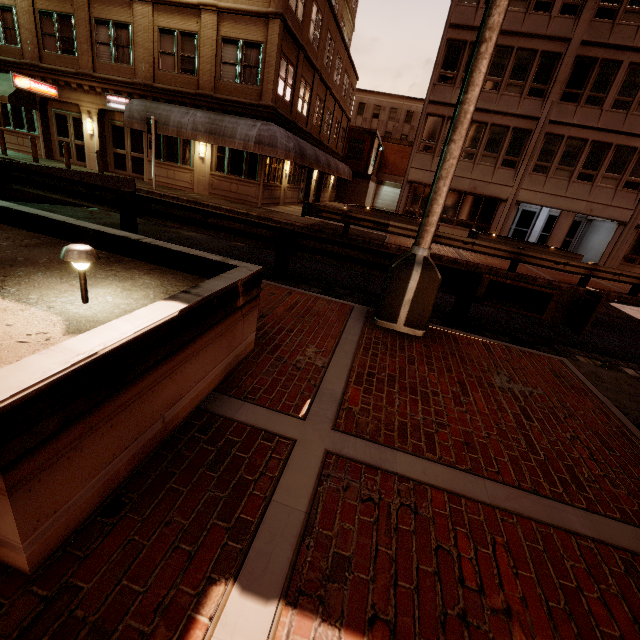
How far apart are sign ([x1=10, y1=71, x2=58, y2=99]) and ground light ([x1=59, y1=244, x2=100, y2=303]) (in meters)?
21.82

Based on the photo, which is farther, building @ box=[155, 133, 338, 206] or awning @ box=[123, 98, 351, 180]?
building @ box=[155, 133, 338, 206]

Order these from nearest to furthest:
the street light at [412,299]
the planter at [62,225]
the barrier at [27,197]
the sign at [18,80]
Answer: the planter at [62,225] < the street light at [412,299] < the barrier at [27,197] < the sign at [18,80]

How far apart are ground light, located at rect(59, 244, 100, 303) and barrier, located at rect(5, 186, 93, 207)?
9.40m

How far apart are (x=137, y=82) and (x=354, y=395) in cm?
2093

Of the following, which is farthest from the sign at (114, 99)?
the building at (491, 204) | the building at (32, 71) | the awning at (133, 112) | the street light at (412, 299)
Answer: the street light at (412, 299)

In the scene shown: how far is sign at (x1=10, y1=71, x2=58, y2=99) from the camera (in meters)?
15.73

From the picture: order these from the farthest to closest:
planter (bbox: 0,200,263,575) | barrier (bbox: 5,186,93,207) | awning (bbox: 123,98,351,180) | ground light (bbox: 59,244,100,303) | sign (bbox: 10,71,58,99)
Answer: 1. sign (bbox: 10,71,58,99)
2. awning (bbox: 123,98,351,180)
3. barrier (bbox: 5,186,93,207)
4. ground light (bbox: 59,244,100,303)
5. planter (bbox: 0,200,263,575)
